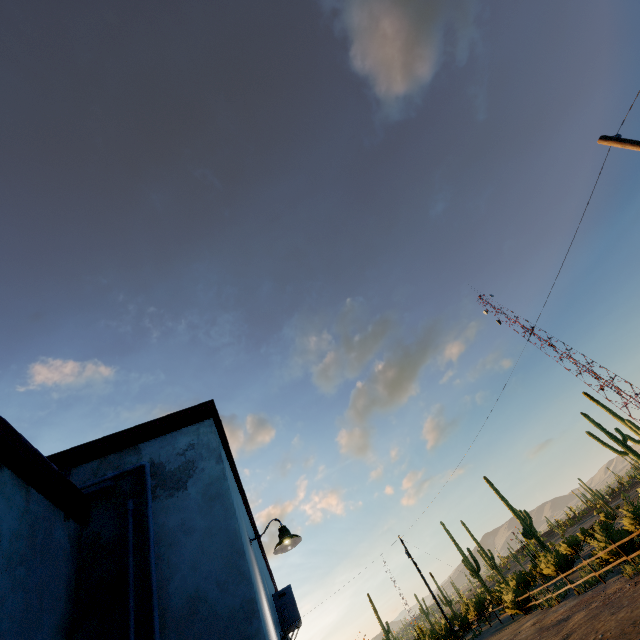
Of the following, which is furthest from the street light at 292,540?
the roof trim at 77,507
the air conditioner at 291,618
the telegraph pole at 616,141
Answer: the telegraph pole at 616,141

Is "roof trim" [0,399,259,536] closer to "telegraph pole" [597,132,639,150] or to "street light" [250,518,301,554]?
"street light" [250,518,301,554]

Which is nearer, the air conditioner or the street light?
the street light

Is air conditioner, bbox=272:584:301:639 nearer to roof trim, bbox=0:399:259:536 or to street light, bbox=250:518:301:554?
roof trim, bbox=0:399:259:536

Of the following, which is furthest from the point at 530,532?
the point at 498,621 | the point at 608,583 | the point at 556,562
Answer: the point at 608,583

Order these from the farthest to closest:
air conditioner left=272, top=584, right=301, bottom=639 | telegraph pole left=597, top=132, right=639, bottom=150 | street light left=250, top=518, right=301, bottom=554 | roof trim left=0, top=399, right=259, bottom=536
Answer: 1. telegraph pole left=597, top=132, right=639, bottom=150
2. air conditioner left=272, top=584, right=301, bottom=639
3. street light left=250, top=518, right=301, bottom=554
4. roof trim left=0, top=399, right=259, bottom=536

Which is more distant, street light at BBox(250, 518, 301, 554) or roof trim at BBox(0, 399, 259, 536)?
street light at BBox(250, 518, 301, 554)

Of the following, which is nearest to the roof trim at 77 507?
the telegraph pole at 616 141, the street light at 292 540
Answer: the street light at 292 540
